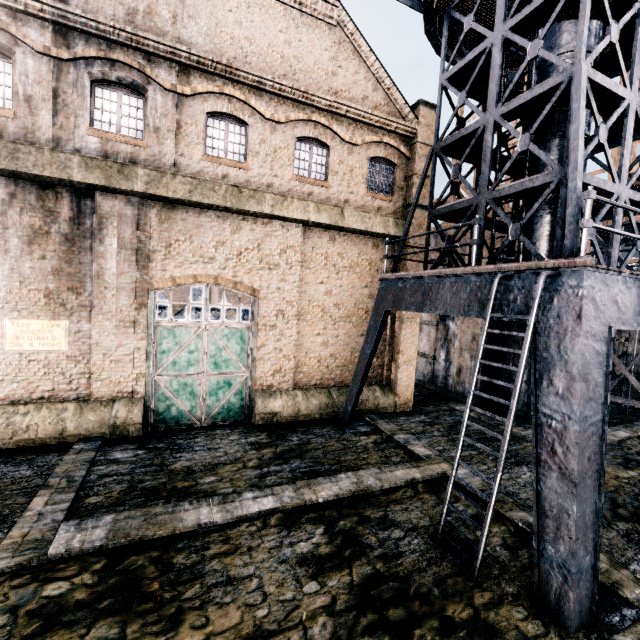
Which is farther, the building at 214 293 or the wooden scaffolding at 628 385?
the building at 214 293

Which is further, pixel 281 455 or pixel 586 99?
pixel 281 455

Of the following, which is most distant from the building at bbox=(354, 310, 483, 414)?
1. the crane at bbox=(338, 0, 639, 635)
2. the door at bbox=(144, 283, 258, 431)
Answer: the crane at bbox=(338, 0, 639, 635)

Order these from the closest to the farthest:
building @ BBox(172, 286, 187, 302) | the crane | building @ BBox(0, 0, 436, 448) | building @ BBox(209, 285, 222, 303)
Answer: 1. the crane
2. building @ BBox(0, 0, 436, 448)
3. building @ BBox(209, 285, 222, 303)
4. building @ BBox(172, 286, 187, 302)

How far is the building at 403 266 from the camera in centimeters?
1645cm

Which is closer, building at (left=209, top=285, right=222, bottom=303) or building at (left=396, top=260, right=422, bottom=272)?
building at (left=396, top=260, right=422, bottom=272)

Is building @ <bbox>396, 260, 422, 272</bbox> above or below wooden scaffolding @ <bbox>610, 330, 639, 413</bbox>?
above

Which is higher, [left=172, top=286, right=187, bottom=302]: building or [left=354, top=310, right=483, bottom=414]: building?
[left=172, top=286, right=187, bottom=302]: building
